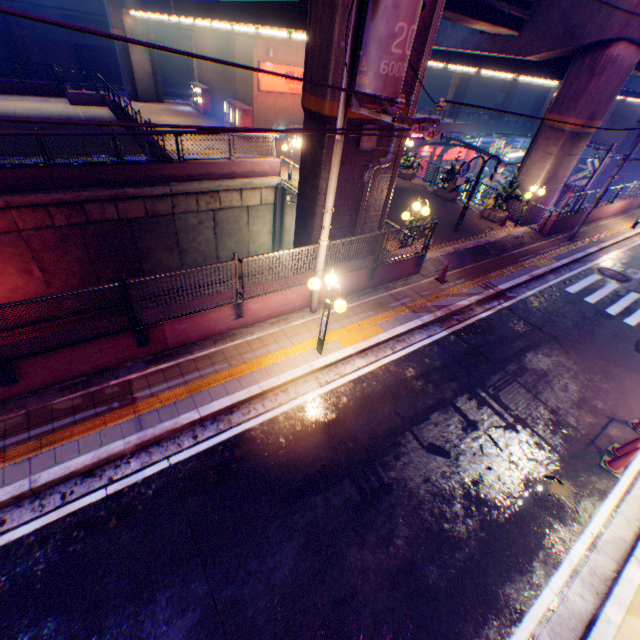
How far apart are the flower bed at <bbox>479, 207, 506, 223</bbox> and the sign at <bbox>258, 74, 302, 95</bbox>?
15.8 meters

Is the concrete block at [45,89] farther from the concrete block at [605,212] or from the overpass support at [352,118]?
the concrete block at [605,212]

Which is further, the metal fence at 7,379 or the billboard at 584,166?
the billboard at 584,166

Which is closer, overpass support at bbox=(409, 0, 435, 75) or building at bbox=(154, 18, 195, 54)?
overpass support at bbox=(409, 0, 435, 75)

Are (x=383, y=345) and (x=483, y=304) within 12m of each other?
yes

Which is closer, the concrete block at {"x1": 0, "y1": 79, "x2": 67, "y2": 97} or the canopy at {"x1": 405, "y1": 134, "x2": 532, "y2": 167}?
the concrete block at {"x1": 0, "y1": 79, "x2": 67, "y2": 97}

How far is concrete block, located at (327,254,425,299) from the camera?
9.99m

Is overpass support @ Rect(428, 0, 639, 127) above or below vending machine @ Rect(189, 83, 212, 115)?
above
